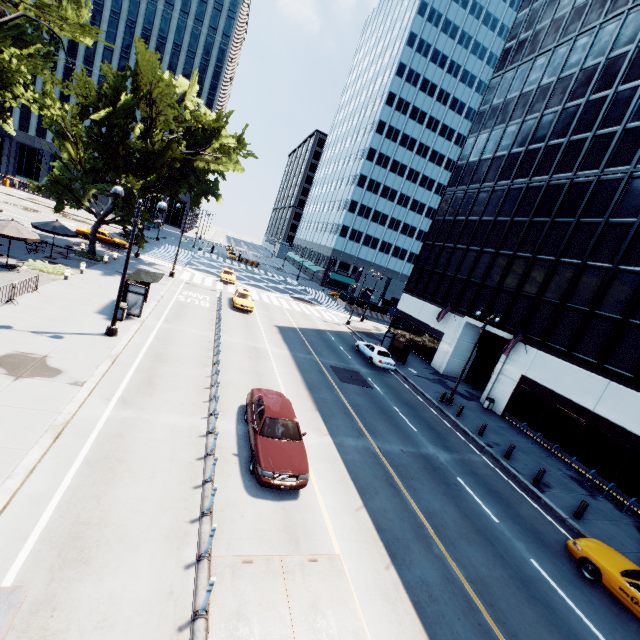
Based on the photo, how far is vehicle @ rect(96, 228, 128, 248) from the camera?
36.7 meters

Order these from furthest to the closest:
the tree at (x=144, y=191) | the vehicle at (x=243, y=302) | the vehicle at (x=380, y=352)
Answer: the vehicle at (x=243, y=302) → the vehicle at (x=380, y=352) → the tree at (x=144, y=191)

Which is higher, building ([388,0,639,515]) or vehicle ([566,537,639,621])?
building ([388,0,639,515])

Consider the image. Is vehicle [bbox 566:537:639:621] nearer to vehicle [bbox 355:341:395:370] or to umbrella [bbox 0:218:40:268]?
vehicle [bbox 355:341:395:370]

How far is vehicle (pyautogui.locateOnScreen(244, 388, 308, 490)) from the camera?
10.1 meters

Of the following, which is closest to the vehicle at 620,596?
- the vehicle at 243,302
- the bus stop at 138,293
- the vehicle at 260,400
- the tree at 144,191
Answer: the vehicle at 260,400

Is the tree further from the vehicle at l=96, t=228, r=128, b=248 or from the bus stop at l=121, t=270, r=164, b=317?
the bus stop at l=121, t=270, r=164, b=317

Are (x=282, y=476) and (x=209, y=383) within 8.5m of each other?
yes
